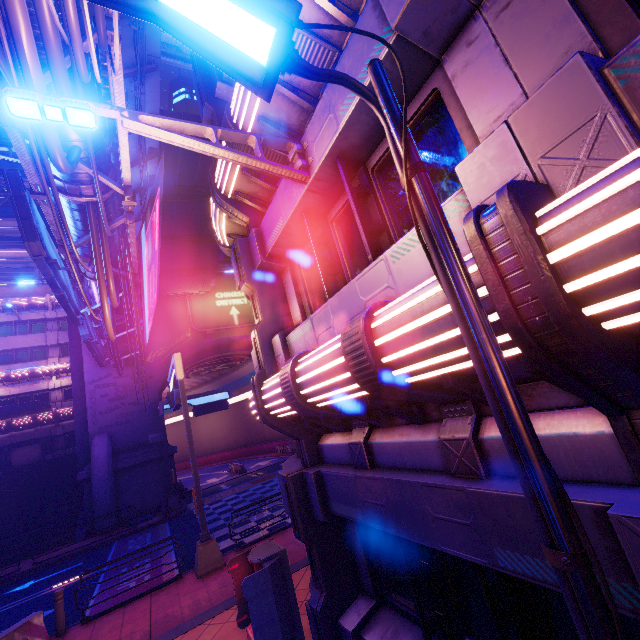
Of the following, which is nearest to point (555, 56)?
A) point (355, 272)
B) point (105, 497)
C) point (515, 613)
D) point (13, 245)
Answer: point (355, 272)

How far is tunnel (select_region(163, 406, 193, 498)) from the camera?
27.7m

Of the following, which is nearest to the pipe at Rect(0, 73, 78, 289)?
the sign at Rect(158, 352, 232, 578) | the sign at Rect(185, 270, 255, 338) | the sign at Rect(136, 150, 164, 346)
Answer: the sign at Rect(136, 150, 164, 346)

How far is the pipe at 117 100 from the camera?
5.6 meters

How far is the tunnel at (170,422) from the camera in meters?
27.7 m

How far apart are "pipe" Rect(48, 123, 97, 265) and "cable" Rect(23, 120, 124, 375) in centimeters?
1cm

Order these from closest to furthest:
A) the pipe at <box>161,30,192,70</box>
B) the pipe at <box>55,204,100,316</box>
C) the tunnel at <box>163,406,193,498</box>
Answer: the pipe at <box>55,204,100,316</box>
the pipe at <box>161,30,192,70</box>
the tunnel at <box>163,406,193,498</box>

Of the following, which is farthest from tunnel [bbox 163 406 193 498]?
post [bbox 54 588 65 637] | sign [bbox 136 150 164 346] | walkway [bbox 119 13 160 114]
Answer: post [bbox 54 588 65 637]
